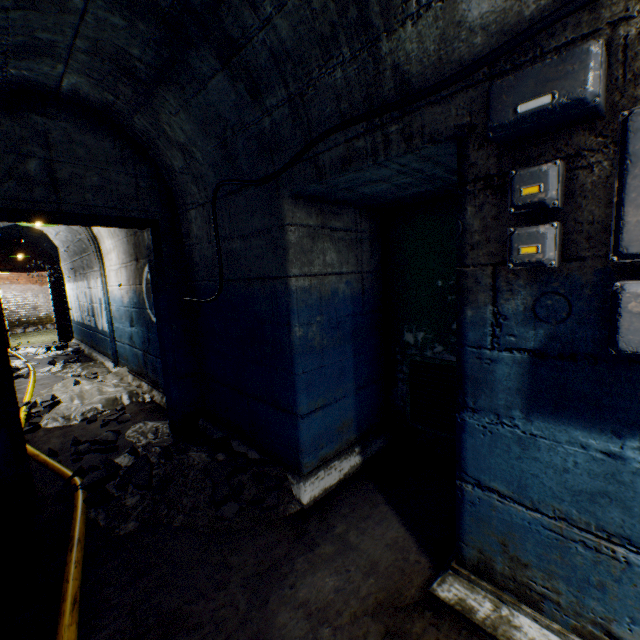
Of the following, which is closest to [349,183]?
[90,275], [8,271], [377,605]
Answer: [377,605]

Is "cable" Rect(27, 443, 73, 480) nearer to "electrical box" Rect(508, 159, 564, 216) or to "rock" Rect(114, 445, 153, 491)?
"rock" Rect(114, 445, 153, 491)

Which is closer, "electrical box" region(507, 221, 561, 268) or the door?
"electrical box" region(507, 221, 561, 268)

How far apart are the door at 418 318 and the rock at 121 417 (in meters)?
3.05

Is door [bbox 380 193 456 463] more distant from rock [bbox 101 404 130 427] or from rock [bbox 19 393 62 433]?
rock [bbox 19 393 62 433]

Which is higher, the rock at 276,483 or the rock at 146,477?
the rock at 146,477

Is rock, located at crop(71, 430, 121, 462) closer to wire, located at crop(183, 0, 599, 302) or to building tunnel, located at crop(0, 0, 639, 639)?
building tunnel, located at crop(0, 0, 639, 639)

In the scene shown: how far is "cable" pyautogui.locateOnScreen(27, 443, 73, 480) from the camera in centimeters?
270cm
